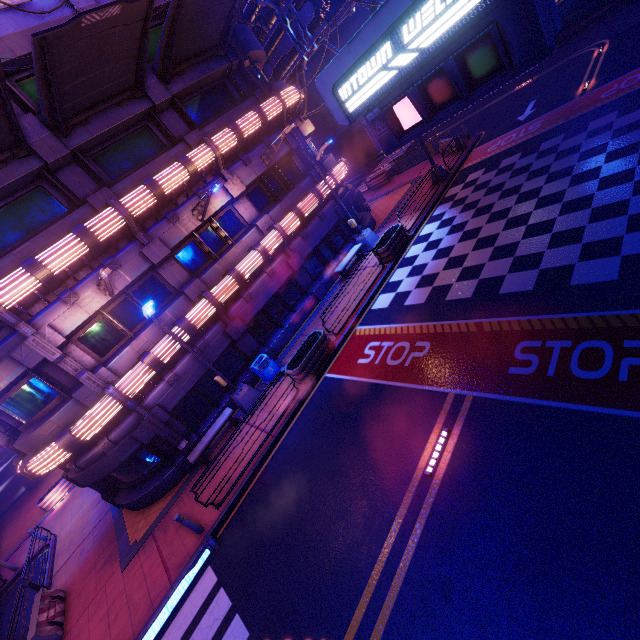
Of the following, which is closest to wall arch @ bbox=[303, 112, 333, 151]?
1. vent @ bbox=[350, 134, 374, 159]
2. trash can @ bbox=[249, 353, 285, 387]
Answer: vent @ bbox=[350, 134, 374, 159]

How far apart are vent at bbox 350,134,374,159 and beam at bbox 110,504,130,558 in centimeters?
4788cm

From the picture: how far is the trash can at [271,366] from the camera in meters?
14.4

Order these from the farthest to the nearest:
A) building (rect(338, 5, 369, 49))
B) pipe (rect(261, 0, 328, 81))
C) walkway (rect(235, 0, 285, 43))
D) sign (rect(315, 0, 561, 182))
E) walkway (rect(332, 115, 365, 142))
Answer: walkway (rect(332, 115, 365, 142)) → building (rect(338, 5, 369, 49)) → walkway (rect(235, 0, 285, 43)) → pipe (rect(261, 0, 328, 81)) → sign (rect(315, 0, 561, 182))

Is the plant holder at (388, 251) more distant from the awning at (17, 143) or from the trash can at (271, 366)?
the awning at (17, 143)

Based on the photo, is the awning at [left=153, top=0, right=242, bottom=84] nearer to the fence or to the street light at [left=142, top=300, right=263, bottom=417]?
the street light at [left=142, top=300, right=263, bottom=417]

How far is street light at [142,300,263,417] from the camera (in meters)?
11.49

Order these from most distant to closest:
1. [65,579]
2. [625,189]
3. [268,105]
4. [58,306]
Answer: [268,105] < [65,579] < [58,306] < [625,189]
